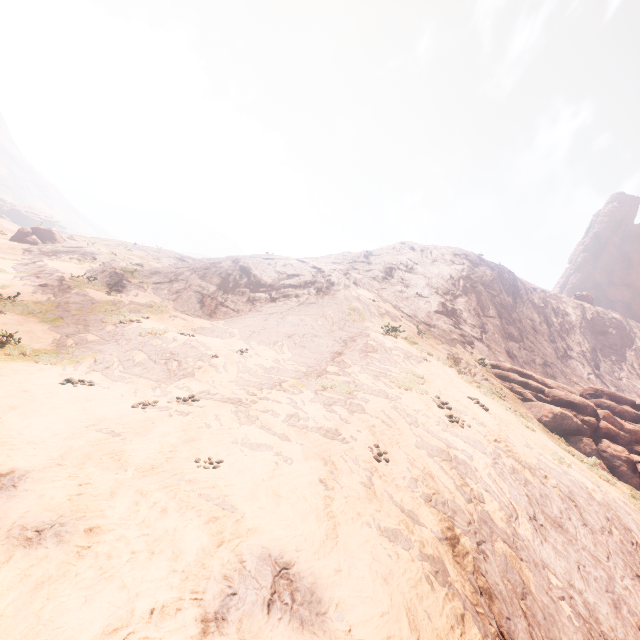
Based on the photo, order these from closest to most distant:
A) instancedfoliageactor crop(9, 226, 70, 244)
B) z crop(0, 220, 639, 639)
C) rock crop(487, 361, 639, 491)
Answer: z crop(0, 220, 639, 639), rock crop(487, 361, 639, 491), instancedfoliageactor crop(9, 226, 70, 244)

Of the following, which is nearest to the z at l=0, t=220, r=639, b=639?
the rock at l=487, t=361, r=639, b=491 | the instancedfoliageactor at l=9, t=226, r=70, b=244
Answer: the instancedfoliageactor at l=9, t=226, r=70, b=244

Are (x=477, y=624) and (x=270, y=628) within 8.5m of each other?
yes

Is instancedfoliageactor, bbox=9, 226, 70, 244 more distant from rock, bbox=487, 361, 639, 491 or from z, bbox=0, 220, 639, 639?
rock, bbox=487, 361, 639, 491

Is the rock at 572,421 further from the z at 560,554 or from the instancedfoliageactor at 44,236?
the instancedfoliageactor at 44,236

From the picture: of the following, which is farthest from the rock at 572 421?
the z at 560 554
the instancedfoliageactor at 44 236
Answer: the instancedfoliageactor at 44 236
